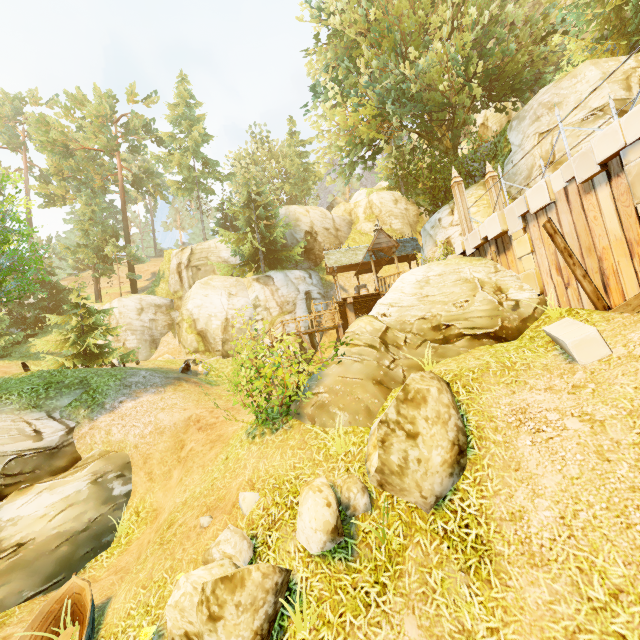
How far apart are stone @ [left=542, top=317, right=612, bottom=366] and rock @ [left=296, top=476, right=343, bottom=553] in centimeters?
436cm

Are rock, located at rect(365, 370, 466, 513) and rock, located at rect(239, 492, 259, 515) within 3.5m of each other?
yes

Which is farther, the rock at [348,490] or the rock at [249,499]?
the rock at [249,499]

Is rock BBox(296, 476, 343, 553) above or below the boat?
above

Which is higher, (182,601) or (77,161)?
(77,161)

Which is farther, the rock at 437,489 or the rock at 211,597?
the rock at 437,489

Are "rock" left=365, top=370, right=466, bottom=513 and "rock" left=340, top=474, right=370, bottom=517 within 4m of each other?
yes

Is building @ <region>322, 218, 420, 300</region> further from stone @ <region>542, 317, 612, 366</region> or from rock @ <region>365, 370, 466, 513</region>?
rock @ <region>365, 370, 466, 513</region>
